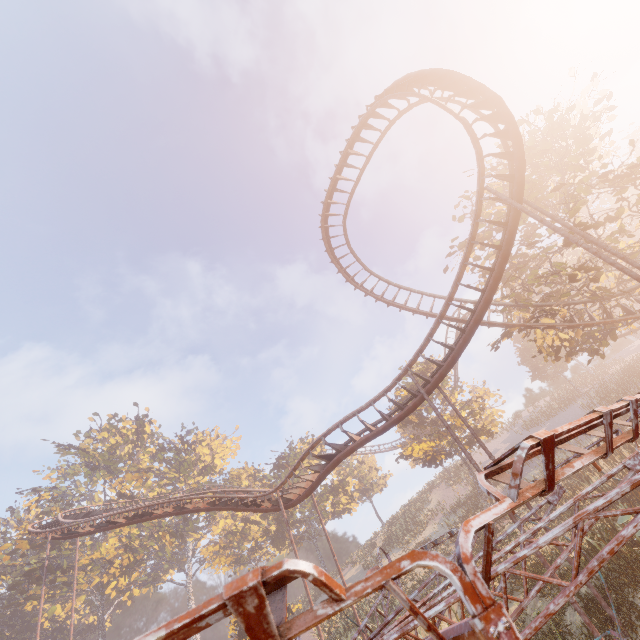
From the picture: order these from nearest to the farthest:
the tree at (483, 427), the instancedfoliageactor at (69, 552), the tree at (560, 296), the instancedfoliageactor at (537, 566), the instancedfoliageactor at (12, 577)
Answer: the instancedfoliageactor at (537, 566), the tree at (560, 296), the tree at (483, 427), the instancedfoliageactor at (12, 577), the instancedfoliageactor at (69, 552)

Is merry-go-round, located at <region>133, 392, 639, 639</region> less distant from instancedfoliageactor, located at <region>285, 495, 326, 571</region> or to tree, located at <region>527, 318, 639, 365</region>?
instancedfoliageactor, located at <region>285, 495, 326, 571</region>

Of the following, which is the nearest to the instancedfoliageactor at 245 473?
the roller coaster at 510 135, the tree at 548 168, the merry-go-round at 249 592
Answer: the roller coaster at 510 135

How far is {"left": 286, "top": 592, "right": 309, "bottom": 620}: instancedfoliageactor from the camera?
27.72m

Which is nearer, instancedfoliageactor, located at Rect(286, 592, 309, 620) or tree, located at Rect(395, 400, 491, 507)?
instancedfoliageactor, located at Rect(286, 592, 309, 620)

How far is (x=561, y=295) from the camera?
18.1m

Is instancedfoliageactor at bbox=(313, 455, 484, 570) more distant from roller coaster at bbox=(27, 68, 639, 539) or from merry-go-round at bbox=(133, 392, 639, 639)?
merry-go-round at bbox=(133, 392, 639, 639)

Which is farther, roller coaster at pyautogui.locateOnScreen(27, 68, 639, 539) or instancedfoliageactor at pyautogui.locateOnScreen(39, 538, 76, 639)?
instancedfoliageactor at pyautogui.locateOnScreen(39, 538, 76, 639)
